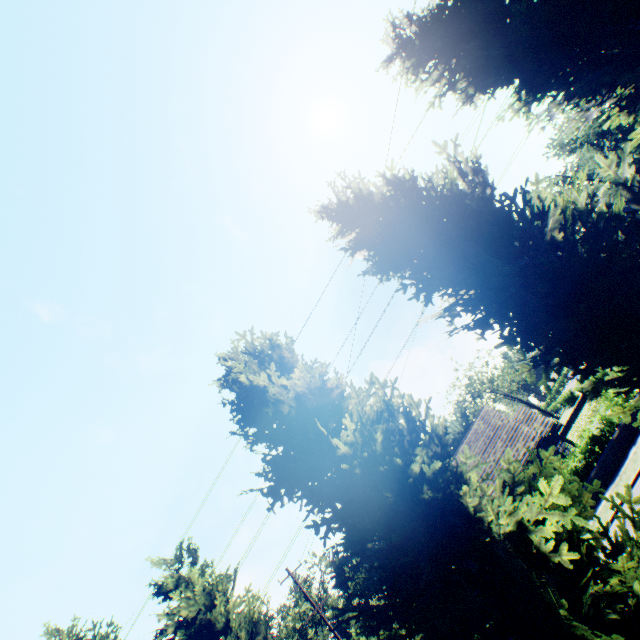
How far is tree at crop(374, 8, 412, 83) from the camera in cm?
941

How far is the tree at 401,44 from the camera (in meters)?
9.41

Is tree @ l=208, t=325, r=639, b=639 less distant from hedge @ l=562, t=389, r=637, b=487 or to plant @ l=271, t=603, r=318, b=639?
plant @ l=271, t=603, r=318, b=639

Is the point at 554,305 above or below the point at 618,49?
below

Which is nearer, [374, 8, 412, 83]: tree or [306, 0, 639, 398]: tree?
[306, 0, 639, 398]: tree

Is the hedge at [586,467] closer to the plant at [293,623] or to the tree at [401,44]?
the tree at [401,44]

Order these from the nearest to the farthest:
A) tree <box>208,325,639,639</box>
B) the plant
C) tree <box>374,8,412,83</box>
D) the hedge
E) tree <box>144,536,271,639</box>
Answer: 1. tree <box>208,325,639,639</box>
2. tree <box>144,536,271,639</box>
3. tree <box>374,8,412,83</box>
4. the hedge
5. the plant
